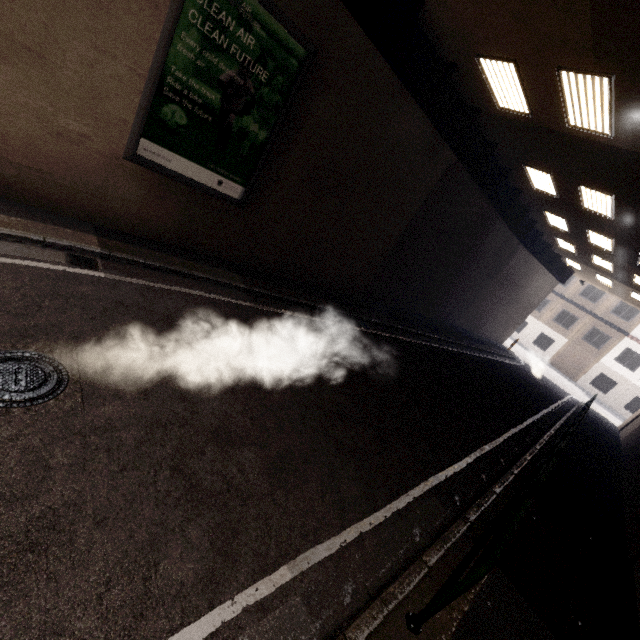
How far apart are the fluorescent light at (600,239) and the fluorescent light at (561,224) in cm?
92

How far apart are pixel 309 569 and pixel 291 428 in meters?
1.8 m

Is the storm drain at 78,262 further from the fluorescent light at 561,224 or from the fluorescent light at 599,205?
the fluorescent light at 561,224

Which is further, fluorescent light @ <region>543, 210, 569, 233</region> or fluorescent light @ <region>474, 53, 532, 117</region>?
fluorescent light @ <region>543, 210, 569, 233</region>

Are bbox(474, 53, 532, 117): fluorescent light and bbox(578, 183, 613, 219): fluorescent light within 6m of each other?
yes

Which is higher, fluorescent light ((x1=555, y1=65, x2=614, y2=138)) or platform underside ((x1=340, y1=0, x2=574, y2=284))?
fluorescent light ((x1=555, y1=65, x2=614, y2=138))

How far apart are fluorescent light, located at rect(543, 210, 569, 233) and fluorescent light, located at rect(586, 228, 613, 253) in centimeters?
92cm

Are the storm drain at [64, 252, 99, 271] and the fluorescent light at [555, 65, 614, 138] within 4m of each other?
Result: no
